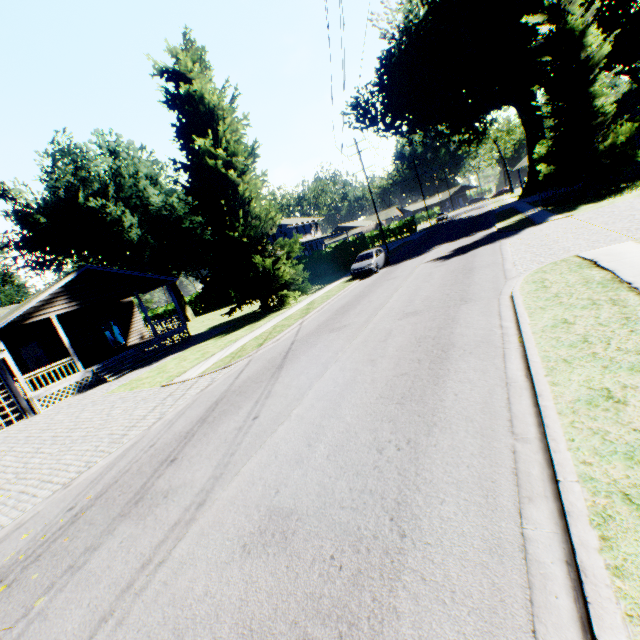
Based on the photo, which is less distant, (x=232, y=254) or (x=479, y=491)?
(x=479, y=491)

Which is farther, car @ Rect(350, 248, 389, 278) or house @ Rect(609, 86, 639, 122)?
house @ Rect(609, 86, 639, 122)

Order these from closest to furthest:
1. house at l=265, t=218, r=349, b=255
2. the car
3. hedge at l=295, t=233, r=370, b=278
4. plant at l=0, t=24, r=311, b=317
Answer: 1. plant at l=0, t=24, r=311, b=317
2. the car
3. hedge at l=295, t=233, r=370, b=278
4. house at l=265, t=218, r=349, b=255

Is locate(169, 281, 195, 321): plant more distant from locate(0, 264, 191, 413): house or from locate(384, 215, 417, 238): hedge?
locate(384, 215, 417, 238): hedge

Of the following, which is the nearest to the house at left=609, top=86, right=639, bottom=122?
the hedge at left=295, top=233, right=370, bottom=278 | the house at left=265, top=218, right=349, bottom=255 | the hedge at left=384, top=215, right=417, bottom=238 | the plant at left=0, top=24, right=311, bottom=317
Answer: the hedge at left=295, top=233, right=370, bottom=278

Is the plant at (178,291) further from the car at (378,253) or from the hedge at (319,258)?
the hedge at (319,258)

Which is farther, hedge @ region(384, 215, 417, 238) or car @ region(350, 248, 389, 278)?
hedge @ region(384, 215, 417, 238)

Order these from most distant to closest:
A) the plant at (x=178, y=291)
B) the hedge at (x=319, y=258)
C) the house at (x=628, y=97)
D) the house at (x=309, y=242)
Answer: the house at (x=309, y=242) < the plant at (x=178, y=291) < the hedge at (x=319, y=258) < the house at (x=628, y=97)
